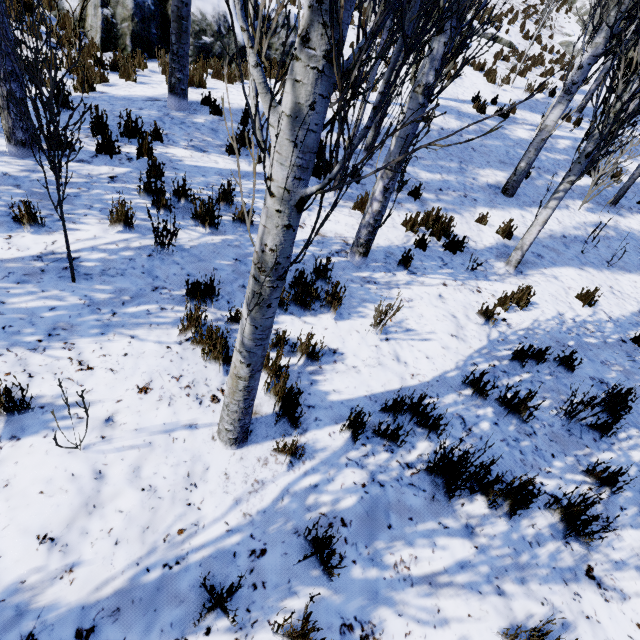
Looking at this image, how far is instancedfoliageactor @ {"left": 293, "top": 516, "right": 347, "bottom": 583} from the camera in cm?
205

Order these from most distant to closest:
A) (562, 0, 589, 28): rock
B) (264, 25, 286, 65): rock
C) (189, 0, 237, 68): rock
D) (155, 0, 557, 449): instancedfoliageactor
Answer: (562, 0, 589, 28): rock, (264, 25, 286, 65): rock, (189, 0, 237, 68): rock, (155, 0, 557, 449): instancedfoliageactor

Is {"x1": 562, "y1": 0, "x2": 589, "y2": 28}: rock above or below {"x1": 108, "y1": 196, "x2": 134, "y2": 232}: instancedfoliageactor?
above

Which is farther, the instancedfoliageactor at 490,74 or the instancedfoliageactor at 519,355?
the instancedfoliageactor at 490,74

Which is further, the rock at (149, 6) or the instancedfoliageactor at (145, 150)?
the rock at (149, 6)

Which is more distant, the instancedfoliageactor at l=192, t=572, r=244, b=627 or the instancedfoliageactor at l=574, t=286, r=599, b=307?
the instancedfoliageactor at l=574, t=286, r=599, b=307

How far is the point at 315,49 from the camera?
1.2 meters
